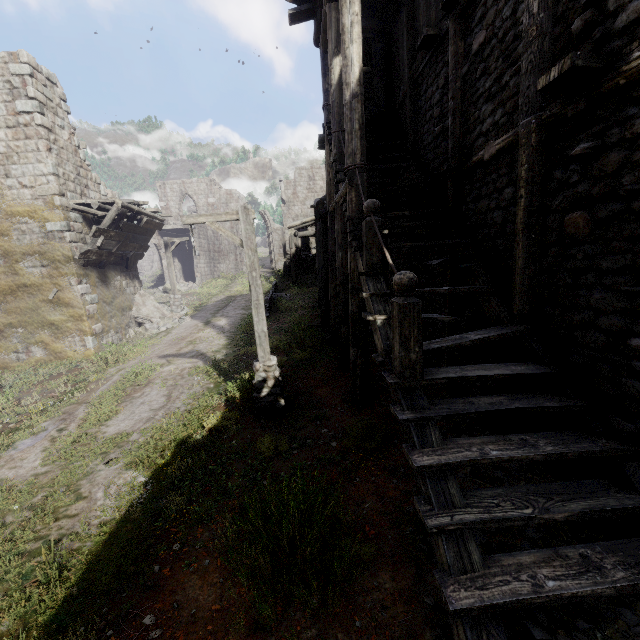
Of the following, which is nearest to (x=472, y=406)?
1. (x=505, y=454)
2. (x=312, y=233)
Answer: (x=505, y=454)

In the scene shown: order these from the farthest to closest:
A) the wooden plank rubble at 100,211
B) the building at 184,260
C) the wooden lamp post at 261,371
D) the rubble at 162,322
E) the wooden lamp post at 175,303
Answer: the building at 184,260, the wooden lamp post at 175,303, the rubble at 162,322, the wooden plank rubble at 100,211, the wooden lamp post at 261,371

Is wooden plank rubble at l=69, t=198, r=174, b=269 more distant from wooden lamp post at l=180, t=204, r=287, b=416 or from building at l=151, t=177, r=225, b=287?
wooden lamp post at l=180, t=204, r=287, b=416

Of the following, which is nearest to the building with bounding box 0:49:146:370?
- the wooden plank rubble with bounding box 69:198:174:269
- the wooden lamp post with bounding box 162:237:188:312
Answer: the wooden plank rubble with bounding box 69:198:174:269

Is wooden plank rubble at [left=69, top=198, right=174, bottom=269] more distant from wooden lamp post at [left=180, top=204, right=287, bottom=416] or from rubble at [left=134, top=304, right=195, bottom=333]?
wooden lamp post at [left=180, top=204, right=287, bottom=416]

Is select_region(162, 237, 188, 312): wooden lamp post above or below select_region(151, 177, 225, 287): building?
below

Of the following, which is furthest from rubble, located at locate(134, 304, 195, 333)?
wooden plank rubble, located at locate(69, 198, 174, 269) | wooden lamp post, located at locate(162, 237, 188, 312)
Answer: wooden plank rubble, located at locate(69, 198, 174, 269)

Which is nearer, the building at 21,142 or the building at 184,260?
the building at 21,142
